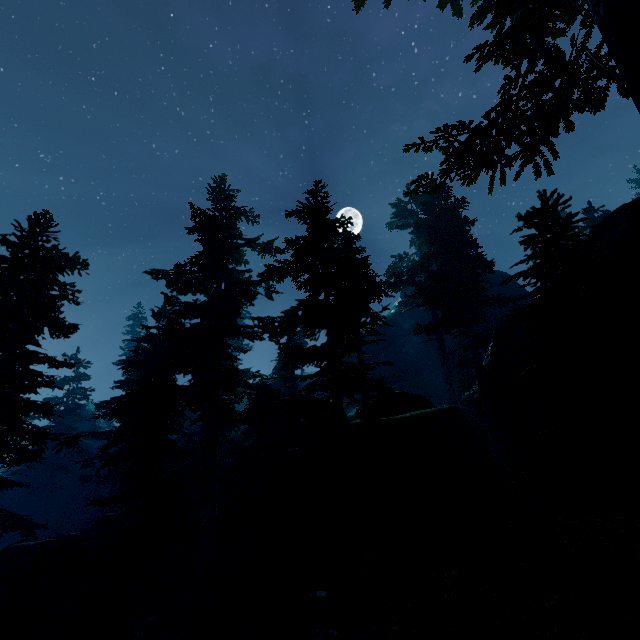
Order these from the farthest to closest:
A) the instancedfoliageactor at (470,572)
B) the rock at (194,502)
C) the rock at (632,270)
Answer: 1. the rock at (194,502)
2. the rock at (632,270)
3. the instancedfoliageactor at (470,572)

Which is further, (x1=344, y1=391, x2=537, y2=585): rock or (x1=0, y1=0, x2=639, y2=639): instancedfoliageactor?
(x1=344, y1=391, x2=537, y2=585): rock

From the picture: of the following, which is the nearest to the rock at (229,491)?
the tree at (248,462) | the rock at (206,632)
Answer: the tree at (248,462)

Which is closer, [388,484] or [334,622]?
[334,622]

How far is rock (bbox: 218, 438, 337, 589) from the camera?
16.9m
